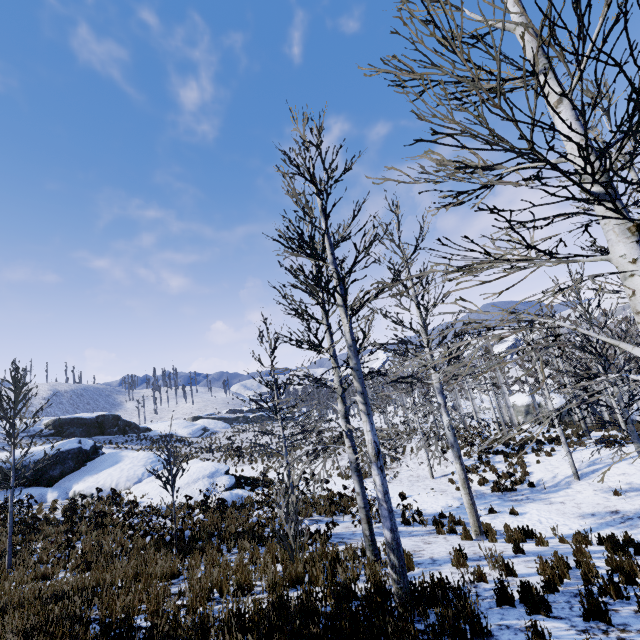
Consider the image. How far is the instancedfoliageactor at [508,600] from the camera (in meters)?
4.52

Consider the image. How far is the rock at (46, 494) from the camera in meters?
18.7

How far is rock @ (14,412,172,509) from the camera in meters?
18.7 m

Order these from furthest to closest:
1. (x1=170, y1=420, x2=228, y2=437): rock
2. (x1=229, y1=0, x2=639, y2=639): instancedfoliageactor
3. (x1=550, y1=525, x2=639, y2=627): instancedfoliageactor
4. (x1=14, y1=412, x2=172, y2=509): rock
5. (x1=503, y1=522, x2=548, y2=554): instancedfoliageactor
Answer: (x1=170, y1=420, x2=228, y2=437): rock
(x1=14, y1=412, x2=172, y2=509): rock
(x1=503, y1=522, x2=548, y2=554): instancedfoliageactor
(x1=550, y1=525, x2=639, y2=627): instancedfoliageactor
(x1=229, y1=0, x2=639, y2=639): instancedfoliageactor

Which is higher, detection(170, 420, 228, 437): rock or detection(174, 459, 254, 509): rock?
detection(170, 420, 228, 437): rock

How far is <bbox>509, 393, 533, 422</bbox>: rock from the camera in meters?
38.5

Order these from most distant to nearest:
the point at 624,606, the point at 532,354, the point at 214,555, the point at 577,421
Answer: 1. the point at 532,354
2. the point at 214,555
3. the point at 624,606
4. the point at 577,421

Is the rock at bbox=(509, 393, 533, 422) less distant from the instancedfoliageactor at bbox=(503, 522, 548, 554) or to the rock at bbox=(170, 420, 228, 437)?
the instancedfoliageactor at bbox=(503, 522, 548, 554)
